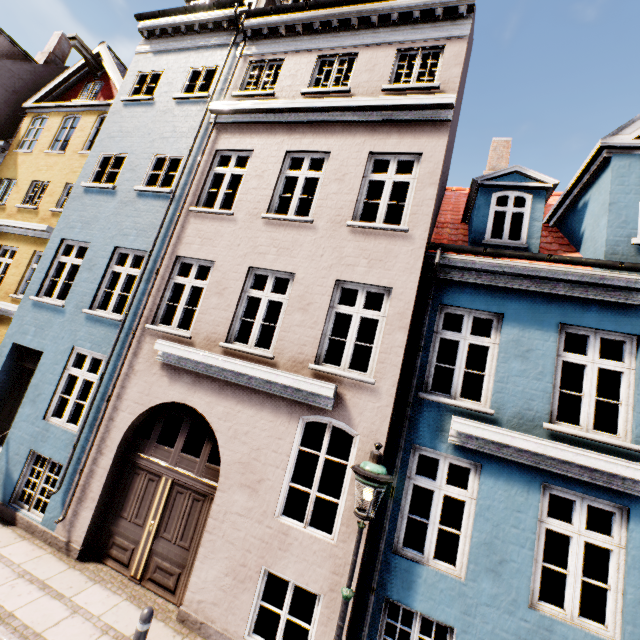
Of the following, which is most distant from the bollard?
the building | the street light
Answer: the street light

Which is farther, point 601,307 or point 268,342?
point 268,342

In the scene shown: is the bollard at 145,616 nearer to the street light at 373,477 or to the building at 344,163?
the building at 344,163

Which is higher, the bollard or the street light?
the street light

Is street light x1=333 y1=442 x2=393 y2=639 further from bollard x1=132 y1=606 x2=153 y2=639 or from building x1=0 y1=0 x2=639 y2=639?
bollard x1=132 y1=606 x2=153 y2=639

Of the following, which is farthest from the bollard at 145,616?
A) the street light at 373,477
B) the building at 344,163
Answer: the street light at 373,477
